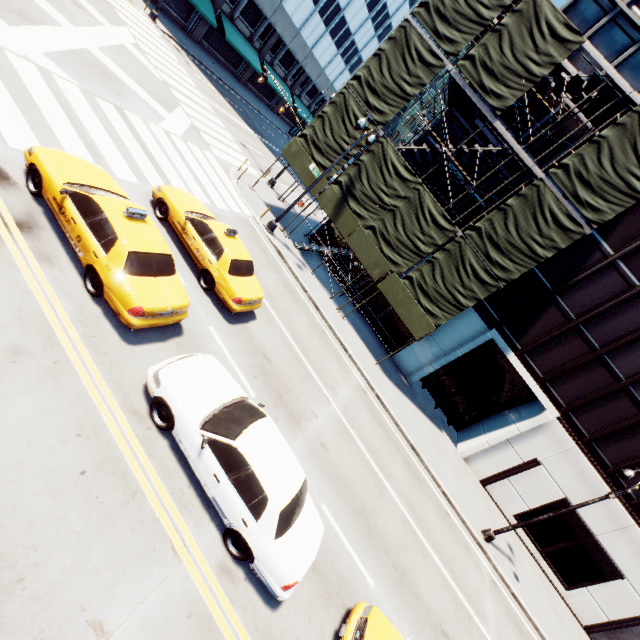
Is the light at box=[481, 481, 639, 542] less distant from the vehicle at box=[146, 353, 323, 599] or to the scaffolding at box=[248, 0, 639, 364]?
the scaffolding at box=[248, 0, 639, 364]

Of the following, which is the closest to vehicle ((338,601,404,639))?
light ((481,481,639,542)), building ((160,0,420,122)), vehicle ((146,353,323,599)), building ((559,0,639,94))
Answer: vehicle ((146,353,323,599))

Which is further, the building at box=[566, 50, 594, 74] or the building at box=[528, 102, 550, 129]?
the building at box=[528, 102, 550, 129]

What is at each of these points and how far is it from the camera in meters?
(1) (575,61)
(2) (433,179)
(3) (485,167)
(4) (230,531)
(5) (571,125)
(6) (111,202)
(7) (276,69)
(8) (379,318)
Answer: (1) building, 16.3 m
(2) building, 19.5 m
(3) building, 18.3 m
(4) vehicle, 6.2 m
(5) building, 16.7 m
(6) vehicle, 7.4 m
(7) building, 41.9 m
(8) building, 21.9 m

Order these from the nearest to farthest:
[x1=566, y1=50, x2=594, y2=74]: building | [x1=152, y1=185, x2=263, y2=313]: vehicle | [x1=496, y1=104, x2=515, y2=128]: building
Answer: [x1=152, y1=185, x2=263, y2=313]: vehicle < [x1=566, y1=50, x2=594, y2=74]: building < [x1=496, y1=104, x2=515, y2=128]: building

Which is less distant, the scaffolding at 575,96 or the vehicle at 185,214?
the vehicle at 185,214

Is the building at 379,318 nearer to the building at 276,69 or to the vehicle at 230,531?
the vehicle at 230,531

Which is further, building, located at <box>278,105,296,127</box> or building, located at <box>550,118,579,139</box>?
building, located at <box>278,105,296,127</box>
